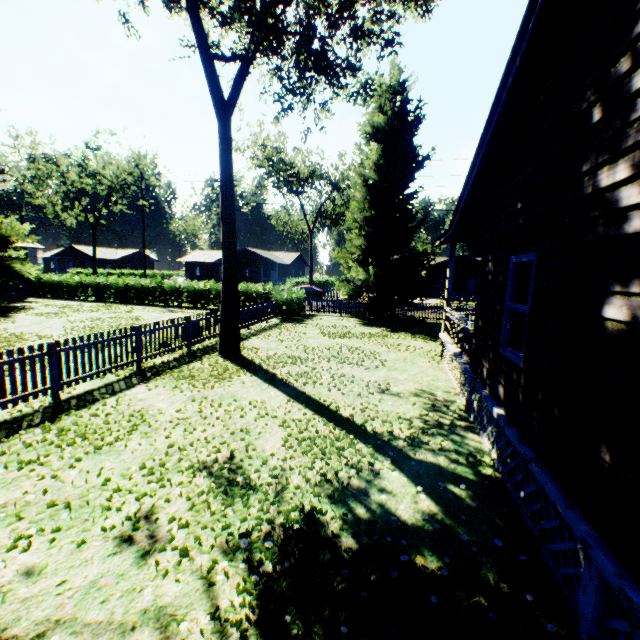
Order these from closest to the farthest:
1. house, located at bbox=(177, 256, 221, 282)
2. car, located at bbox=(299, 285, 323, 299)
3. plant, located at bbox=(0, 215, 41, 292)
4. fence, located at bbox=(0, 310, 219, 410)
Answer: fence, located at bbox=(0, 310, 219, 410), plant, located at bbox=(0, 215, 41, 292), car, located at bbox=(299, 285, 323, 299), house, located at bbox=(177, 256, 221, 282)

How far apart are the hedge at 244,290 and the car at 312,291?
11.1 meters

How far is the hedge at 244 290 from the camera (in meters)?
21.22

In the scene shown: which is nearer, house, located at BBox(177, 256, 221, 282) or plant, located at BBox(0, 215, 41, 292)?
plant, located at BBox(0, 215, 41, 292)

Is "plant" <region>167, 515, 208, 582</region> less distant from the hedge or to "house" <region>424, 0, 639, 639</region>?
"house" <region>424, 0, 639, 639</region>

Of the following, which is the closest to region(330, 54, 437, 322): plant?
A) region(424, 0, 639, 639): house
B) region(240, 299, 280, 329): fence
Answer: region(240, 299, 280, 329): fence

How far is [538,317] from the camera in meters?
4.1
